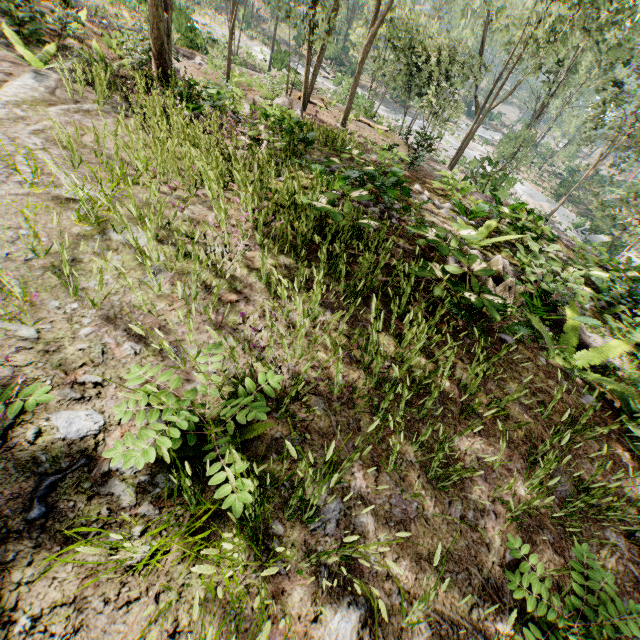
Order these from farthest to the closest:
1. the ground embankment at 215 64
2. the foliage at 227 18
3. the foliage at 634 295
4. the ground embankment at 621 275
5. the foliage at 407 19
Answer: the ground embankment at 215 64
the foliage at 407 19
the foliage at 227 18
the ground embankment at 621 275
the foliage at 634 295

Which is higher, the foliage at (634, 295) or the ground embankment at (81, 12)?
the foliage at (634, 295)

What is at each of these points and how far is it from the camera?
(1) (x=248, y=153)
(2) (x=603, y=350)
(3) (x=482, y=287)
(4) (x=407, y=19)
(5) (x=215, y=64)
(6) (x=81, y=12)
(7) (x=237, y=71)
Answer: (1) foliage, 7.12m
(2) foliage, 4.71m
(3) foliage, 4.55m
(4) foliage, 21.86m
(5) ground embankment, 20.20m
(6) ground embankment, 8.57m
(7) ground embankment, 22.44m

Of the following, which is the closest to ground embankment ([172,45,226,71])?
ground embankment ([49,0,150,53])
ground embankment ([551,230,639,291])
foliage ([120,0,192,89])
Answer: foliage ([120,0,192,89])

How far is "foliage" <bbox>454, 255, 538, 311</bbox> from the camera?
4.11m

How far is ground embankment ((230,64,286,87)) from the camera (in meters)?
19.30

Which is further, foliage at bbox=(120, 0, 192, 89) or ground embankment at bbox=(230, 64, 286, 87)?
ground embankment at bbox=(230, 64, 286, 87)
